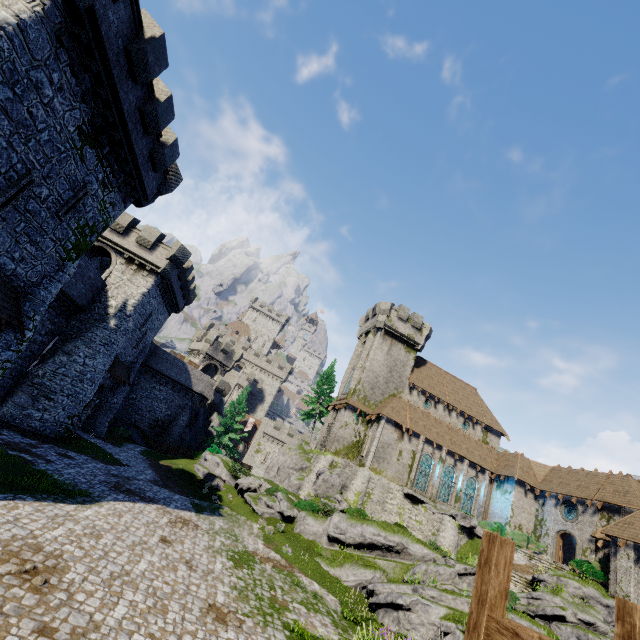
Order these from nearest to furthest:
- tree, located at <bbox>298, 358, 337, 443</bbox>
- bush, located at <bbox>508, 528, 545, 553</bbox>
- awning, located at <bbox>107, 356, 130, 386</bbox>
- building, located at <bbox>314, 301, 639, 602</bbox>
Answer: awning, located at <bbox>107, 356, 130, 386</bbox> → building, located at <bbox>314, 301, 639, 602</bbox> → bush, located at <bbox>508, 528, 545, 553</bbox> → tree, located at <bbox>298, 358, 337, 443</bbox>

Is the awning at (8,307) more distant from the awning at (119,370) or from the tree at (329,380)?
the tree at (329,380)

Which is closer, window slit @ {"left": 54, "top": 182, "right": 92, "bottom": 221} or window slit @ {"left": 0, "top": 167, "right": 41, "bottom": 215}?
window slit @ {"left": 0, "top": 167, "right": 41, "bottom": 215}

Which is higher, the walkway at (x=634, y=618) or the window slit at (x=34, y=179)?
the window slit at (x=34, y=179)

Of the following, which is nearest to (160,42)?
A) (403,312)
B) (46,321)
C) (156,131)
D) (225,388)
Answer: (156,131)

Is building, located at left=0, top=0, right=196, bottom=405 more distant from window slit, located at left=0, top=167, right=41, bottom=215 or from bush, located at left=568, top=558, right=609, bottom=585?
bush, located at left=568, top=558, right=609, bottom=585

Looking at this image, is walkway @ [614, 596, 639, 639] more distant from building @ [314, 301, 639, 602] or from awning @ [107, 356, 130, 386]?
awning @ [107, 356, 130, 386]

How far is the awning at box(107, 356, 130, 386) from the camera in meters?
26.4
